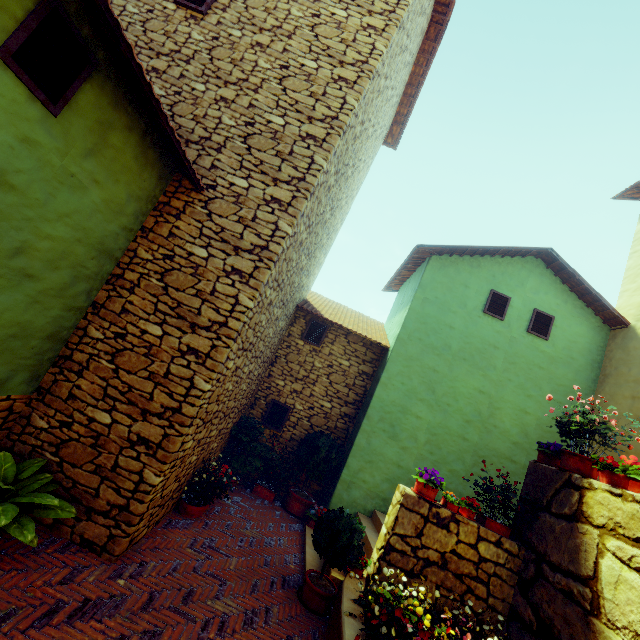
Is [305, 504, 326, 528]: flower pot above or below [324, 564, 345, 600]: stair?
above

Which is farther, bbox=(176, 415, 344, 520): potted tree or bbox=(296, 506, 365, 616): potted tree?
bbox=(176, 415, 344, 520): potted tree

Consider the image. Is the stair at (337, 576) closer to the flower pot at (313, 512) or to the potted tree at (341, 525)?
the flower pot at (313, 512)

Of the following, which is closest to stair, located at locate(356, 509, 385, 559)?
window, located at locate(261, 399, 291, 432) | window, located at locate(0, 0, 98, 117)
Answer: window, located at locate(261, 399, 291, 432)

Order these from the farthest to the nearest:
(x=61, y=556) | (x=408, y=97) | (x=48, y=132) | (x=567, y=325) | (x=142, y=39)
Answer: (x=408, y=97), (x=567, y=325), (x=142, y=39), (x=61, y=556), (x=48, y=132)

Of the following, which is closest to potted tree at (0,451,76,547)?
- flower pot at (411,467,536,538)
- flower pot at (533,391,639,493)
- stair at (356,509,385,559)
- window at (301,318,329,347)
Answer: stair at (356,509,385,559)

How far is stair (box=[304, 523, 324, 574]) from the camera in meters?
5.5 m

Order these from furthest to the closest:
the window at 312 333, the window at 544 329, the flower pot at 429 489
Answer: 1. the window at 312 333
2. the window at 544 329
3. the flower pot at 429 489
